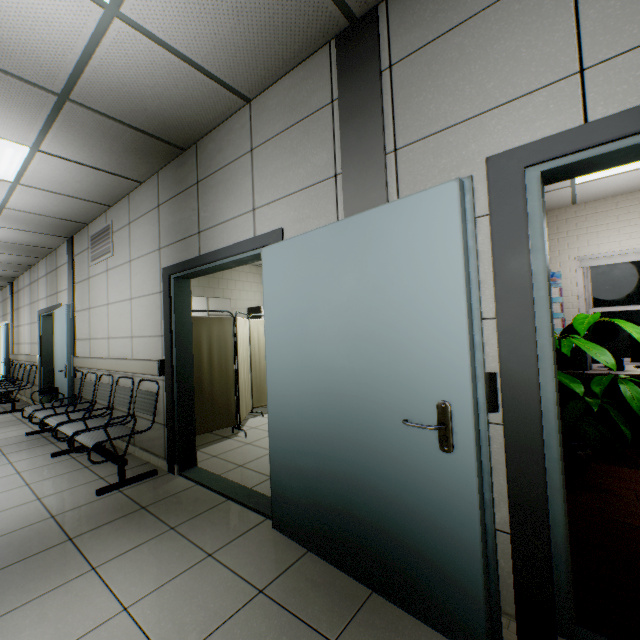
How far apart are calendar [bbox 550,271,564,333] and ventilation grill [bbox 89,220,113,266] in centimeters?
676cm

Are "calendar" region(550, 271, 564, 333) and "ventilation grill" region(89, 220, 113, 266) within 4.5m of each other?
no

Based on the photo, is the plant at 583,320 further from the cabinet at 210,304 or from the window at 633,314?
the cabinet at 210,304

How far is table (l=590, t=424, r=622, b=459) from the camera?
3.2 meters

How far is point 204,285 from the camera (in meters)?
7.50

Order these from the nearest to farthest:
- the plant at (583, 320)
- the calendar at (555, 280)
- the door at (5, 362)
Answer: the plant at (583, 320), the calendar at (555, 280), the door at (5, 362)

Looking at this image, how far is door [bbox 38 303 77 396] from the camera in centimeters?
513cm

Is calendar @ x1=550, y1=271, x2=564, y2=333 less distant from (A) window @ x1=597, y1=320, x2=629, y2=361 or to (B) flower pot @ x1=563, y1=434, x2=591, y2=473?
(A) window @ x1=597, y1=320, x2=629, y2=361
